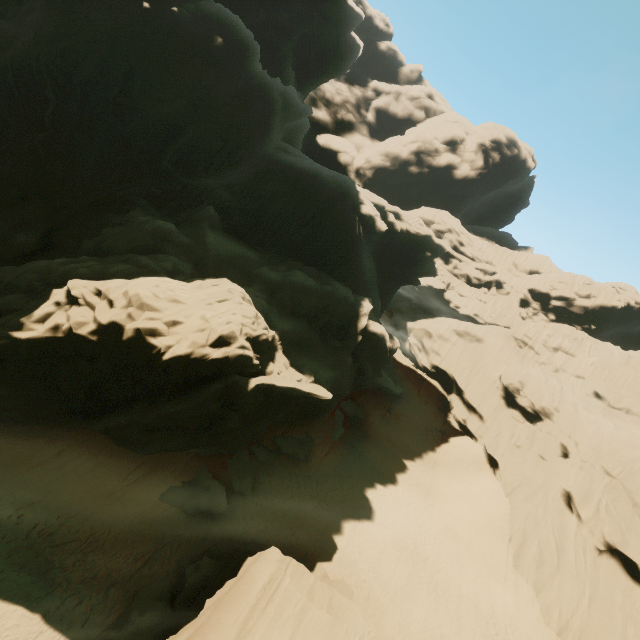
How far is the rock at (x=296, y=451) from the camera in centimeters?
2377cm

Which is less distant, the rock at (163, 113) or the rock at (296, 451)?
the rock at (163, 113)

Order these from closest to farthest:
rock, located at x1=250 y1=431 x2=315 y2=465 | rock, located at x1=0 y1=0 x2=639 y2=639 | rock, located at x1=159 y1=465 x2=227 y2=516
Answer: rock, located at x1=0 y1=0 x2=639 y2=639, rock, located at x1=159 y1=465 x2=227 y2=516, rock, located at x1=250 y1=431 x2=315 y2=465

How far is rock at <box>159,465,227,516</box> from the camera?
17.7 meters

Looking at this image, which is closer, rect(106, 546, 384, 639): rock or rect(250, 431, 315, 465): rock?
rect(106, 546, 384, 639): rock

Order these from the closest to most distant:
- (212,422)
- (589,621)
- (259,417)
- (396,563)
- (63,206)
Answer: (212,422), (259,417), (589,621), (396,563), (63,206)
